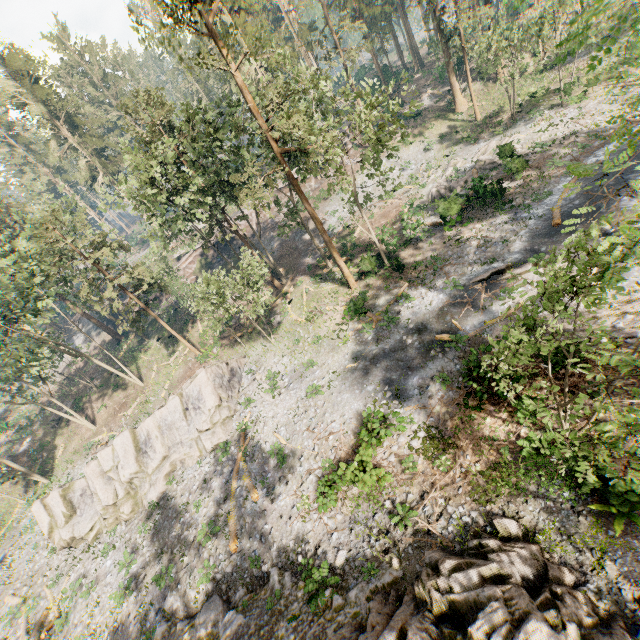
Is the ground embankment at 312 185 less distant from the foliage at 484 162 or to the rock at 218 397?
the foliage at 484 162

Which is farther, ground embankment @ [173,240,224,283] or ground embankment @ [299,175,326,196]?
ground embankment @ [173,240,224,283]

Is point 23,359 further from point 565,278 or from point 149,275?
point 565,278

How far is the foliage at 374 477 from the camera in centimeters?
1445cm

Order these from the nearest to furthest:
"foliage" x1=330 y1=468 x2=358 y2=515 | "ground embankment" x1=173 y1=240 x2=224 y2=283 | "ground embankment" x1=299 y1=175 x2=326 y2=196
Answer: "foliage" x1=330 y1=468 x2=358 y2=515 → "ground embankment" x1=299 y1=175 x2=326 y2=196 → "ground embankment" x1=173 y1=240 x2=224 y2=283

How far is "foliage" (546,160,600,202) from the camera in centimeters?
596cm

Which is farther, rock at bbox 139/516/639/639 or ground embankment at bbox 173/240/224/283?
ground embankment at bbox 173/240/224/283

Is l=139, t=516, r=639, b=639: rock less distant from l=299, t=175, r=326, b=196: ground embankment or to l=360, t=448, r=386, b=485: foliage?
l=360, t=448, r=386, b=485: foliage
